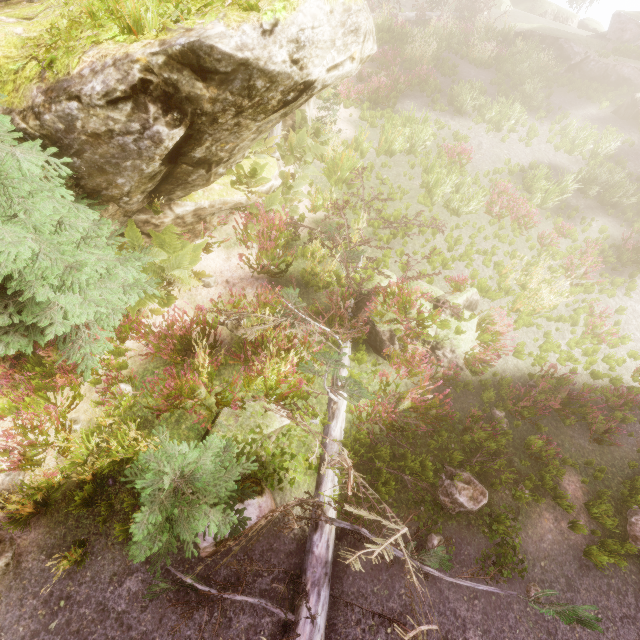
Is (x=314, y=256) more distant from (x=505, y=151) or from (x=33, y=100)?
(x=505, y=151)

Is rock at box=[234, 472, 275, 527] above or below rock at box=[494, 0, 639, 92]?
below

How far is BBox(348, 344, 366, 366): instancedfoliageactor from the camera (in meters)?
7.40

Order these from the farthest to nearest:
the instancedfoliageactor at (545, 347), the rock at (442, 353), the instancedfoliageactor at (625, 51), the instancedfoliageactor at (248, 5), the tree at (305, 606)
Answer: the instancedfoliageactor at (625, 51) → the instancedfoliageactor at (545, 347) → the rock at (442, 353) → the instancedfoliageactor at (248, 5) → the tree at (305, 606)

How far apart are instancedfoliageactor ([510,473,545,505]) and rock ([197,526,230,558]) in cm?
487

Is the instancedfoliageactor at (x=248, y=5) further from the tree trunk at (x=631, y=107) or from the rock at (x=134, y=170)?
the tree trunk at (x=631, y=107)
